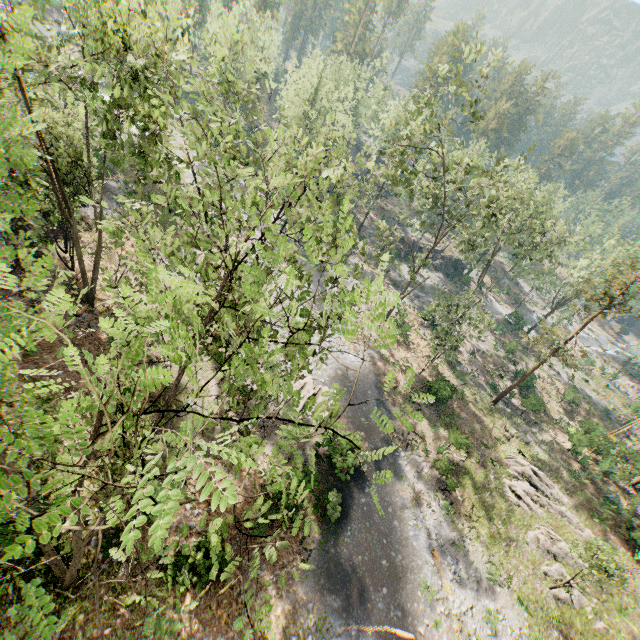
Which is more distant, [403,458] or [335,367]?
[335,367]

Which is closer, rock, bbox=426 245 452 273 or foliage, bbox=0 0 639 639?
foliage, bbox=0 0 639 639

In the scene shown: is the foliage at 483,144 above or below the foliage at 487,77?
below

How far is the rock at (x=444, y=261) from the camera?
58.4 meters

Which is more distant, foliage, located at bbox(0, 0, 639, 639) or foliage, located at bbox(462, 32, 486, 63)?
foliage, located at bbox(462, 32, 486, 63)

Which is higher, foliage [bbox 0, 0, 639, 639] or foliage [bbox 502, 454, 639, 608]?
foliage [bbox 0, 0, 639, 639]
